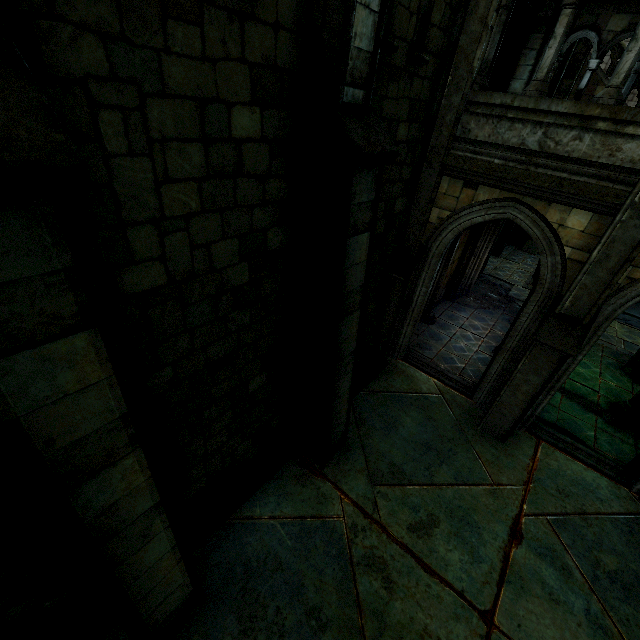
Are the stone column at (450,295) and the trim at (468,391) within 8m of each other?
yes

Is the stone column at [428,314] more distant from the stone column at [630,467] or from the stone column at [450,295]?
the stone column at [630,467]

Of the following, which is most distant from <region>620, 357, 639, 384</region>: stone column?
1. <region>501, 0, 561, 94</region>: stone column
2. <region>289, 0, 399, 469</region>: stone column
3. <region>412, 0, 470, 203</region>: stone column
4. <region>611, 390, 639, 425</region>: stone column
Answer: <region>289, 0, 399, 469</region>: stone column

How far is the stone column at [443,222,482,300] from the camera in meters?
11.0

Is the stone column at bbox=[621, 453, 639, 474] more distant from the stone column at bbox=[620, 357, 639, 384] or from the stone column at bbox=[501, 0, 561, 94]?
the stone column at bbox=[501, 0, 561, 94]

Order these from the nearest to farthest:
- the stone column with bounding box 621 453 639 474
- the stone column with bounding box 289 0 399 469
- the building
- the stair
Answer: the stone column with bounding box 289 0 399 469 → the building → the stone column with bounding box 621 453 639 474 → the stair

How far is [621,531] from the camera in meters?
5.7 m

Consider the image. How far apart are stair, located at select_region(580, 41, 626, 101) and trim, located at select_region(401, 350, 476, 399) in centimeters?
1643cm
